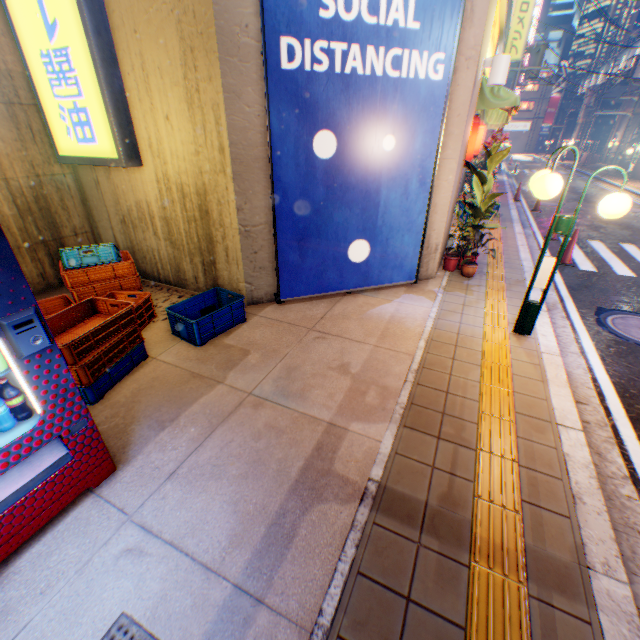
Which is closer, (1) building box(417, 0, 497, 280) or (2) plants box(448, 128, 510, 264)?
(1) building box(417, 0, 497, 280)

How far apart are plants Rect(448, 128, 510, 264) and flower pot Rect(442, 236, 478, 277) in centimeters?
3cm

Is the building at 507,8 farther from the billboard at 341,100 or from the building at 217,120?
the building at 217,120

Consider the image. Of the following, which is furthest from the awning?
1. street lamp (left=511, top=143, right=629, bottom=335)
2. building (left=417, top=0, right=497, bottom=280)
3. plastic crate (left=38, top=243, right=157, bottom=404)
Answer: plastic crate (left=38, top=243, right=157, bottom=404)

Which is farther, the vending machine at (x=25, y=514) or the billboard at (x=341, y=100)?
the billboard at (x=341, y=100)

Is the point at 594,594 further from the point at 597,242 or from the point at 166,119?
the point at 597,242

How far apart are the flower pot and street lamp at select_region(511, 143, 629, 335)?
2.1m

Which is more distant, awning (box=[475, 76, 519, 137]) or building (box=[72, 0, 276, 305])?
awning (box=[475, 76, 519, 137])
